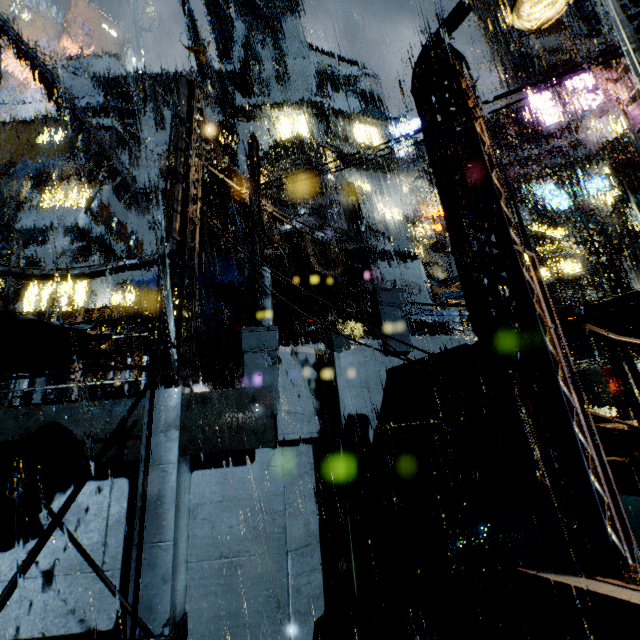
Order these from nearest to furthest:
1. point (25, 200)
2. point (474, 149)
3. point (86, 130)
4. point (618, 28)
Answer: point (474, 149) → point (86, 130) → point (25, 200) → point (618, 28)

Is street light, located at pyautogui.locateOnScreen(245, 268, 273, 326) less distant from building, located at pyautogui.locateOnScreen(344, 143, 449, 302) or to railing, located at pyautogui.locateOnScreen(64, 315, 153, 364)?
building, located at pyautogui.locateOnScreen(344, 143, 449, 302)

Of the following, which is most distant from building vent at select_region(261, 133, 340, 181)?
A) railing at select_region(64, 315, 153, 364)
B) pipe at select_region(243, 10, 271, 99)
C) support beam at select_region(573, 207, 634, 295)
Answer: support beam at select_region(573, 207, 634, 295)

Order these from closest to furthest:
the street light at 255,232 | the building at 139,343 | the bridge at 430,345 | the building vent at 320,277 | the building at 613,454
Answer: the building at 613,454, the street light at 255,232, the bridge at 430,345, the building vent at 320,277, the building at 139,343

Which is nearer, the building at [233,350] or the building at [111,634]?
the building at [111,634]

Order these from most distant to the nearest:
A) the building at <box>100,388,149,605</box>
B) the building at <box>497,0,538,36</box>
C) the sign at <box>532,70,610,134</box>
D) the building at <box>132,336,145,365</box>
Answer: the building at <box>497,0,538,36</box> → the building at <box>132,336,145,365</box> → the sign at <box>532,70,610,134</box> → the building at <box>100,388,149,605</box>

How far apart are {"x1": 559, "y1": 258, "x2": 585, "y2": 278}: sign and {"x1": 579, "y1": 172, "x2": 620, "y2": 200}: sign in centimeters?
954cm

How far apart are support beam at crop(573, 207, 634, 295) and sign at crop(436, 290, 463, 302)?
7.0m
